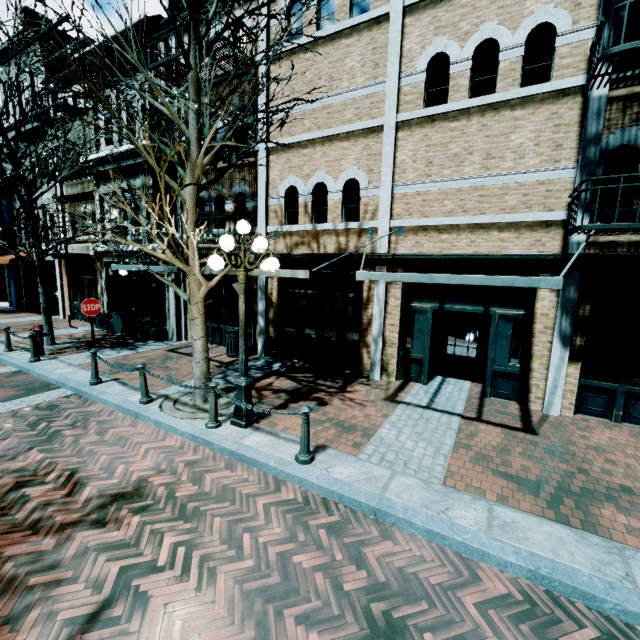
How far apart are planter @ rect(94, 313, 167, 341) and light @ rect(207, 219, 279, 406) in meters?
9.2 m

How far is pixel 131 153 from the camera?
12.2 meters

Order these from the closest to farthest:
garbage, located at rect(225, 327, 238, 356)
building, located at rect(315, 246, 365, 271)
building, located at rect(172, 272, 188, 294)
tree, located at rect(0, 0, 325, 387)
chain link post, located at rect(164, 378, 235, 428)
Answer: tree, located at rect(0, 0, 325, 387) < chain link post, located at rect(164, 378, 235, 428) < building, located at rect(315, 246, 365, 271) < garbage, located at rect(225, 327, 238, 356) < building, located at rect(172, 272, 188, 294)

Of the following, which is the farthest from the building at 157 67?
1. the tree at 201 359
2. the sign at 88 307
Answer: the sign at 88 307

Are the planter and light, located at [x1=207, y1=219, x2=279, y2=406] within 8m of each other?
no

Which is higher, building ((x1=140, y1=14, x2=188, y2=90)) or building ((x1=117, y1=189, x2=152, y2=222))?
building ((x1=140, y1=14, x2=188, y2=90))

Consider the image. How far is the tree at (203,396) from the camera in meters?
6.8 m

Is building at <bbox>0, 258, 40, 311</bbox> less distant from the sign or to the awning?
the awning
